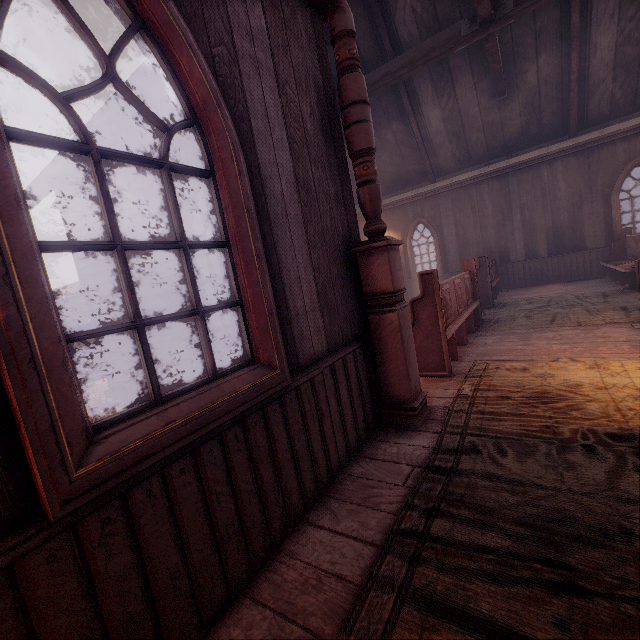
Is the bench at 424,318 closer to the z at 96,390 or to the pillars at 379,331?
the pillars at 379,331

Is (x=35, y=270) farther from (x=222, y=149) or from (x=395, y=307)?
(x=395, y=307)

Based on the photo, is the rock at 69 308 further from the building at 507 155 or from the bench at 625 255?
the bench at 625 255

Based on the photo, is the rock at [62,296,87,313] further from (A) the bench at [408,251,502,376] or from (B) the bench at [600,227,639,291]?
(B) the bench at [600,227,639,291]

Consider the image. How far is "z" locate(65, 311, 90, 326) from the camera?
41.2 meters

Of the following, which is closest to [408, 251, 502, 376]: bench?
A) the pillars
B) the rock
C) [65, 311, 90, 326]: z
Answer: the pillars

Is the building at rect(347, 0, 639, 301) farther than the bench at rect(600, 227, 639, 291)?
Yes
